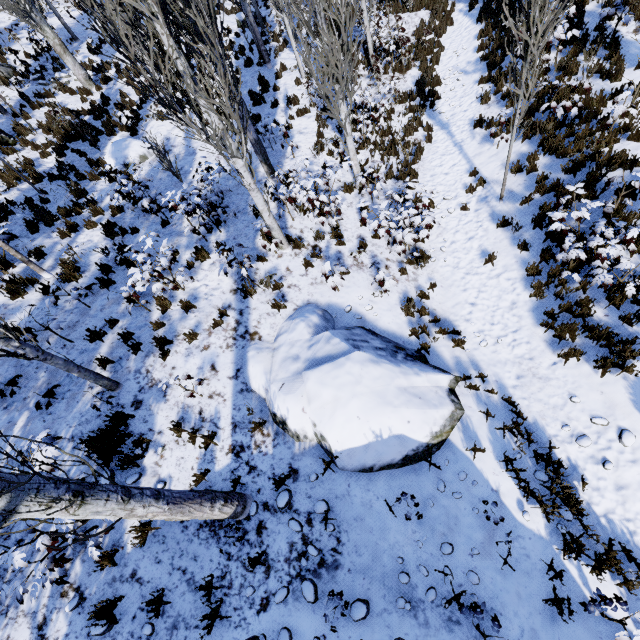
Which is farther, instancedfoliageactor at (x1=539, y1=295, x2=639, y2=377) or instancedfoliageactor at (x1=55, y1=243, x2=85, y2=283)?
instancedfoliageactor at (x1=55, y1=243, x2=85, y2=283)

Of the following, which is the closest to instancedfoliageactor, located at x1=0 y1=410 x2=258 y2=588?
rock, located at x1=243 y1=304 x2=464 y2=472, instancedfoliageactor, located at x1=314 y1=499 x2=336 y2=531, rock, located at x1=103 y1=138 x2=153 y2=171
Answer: rock, located at x1=243 y1=304 x2=464 y2=472

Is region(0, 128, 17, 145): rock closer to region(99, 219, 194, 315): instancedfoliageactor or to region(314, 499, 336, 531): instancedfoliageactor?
region(99, 219, 194, 315): instancedfoliageactor

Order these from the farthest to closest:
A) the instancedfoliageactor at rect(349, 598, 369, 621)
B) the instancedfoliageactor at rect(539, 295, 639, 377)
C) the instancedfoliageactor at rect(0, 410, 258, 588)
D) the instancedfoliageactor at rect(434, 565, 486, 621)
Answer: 1. the instancedfoliageactor at rect(539, 295, 639, 377)
2. the instancedfoliageactor at rect(349, 598, 369, 621)
3. the instancedfoliageactor at rect(434, 565, 486, 621)
4. the instancedfoliageactor at rect(0, 410, 258, 588)

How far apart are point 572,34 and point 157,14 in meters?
11.3

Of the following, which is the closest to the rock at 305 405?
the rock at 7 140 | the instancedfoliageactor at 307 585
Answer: the instancedfoliageactor at 307 585

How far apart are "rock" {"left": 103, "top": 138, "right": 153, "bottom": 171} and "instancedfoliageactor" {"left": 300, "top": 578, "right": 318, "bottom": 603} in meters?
12.9 m

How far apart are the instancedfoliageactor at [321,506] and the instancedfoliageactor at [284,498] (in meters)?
0.39
